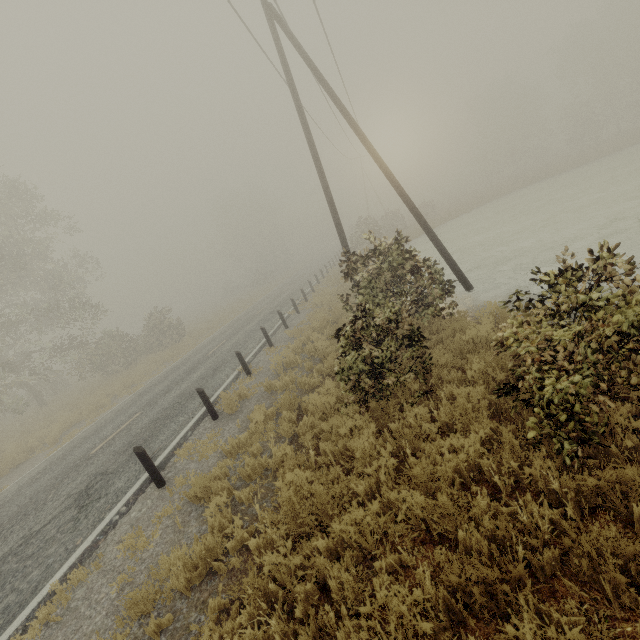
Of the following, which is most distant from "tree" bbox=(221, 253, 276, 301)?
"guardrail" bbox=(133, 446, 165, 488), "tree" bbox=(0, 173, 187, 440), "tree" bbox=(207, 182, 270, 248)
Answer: "guardrail" bbox=(133, 446, 165, 488)

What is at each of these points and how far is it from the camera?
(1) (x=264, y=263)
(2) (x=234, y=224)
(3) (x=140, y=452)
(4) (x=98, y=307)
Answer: (1) tree, 56.03m
(2) tree, 56.06m
(3) guardrail, 6.76m
(4) tree, 22.11m

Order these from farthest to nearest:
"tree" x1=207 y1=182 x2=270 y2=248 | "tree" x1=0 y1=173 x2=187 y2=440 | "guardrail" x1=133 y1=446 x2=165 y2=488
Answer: "tree" x1=207 y1=182 x2=270 y2=248
"tree" x1=0 y1=173 x2=187 y2=440
"guardrail" x1=133 y1=446 x2=165 y2=488

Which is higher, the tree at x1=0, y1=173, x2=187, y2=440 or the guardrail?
the tree at x1=0, y1=173, x2=187, y2=440

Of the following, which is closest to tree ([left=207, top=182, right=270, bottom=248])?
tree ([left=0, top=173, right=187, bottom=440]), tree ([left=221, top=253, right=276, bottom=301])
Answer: tree ([left=221, top=253, right=276, bottom=301])

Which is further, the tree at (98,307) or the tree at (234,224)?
the tree at (234,224)

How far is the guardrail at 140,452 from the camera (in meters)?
6.78
